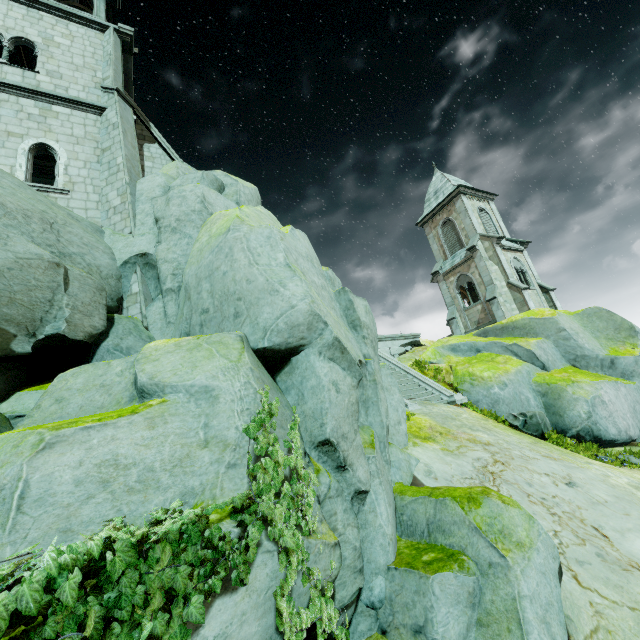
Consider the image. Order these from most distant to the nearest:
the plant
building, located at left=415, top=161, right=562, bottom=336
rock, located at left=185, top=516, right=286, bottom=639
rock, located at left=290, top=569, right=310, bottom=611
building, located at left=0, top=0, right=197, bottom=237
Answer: building, located at left=415, top=161, right=562, bottom=336 → building, located at left=0, top=0, right=197, bottom=237 → rock, located at left=290, top=569, right=310, bottom=611 → rock, located at left=185, top=516, right=286, bottom=639 → the plant

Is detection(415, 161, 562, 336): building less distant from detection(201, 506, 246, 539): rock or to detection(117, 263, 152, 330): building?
detection(201, 506, 246, 539): rock

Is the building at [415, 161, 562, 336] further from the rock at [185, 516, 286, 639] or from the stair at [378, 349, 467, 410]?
the stair at [378, 349, 467, 410]

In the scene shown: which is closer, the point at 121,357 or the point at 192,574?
the point at 192,574

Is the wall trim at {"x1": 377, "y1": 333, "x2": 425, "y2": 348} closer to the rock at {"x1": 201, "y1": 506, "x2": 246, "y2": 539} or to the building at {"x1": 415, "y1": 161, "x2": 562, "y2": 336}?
the rock at {"x1": 201, "y1": 506, "x2": 246, "y2": 539}

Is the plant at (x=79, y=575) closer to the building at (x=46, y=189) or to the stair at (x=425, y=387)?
the building at (x=46, y=189)

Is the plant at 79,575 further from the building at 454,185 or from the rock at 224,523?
the building at 454,185
